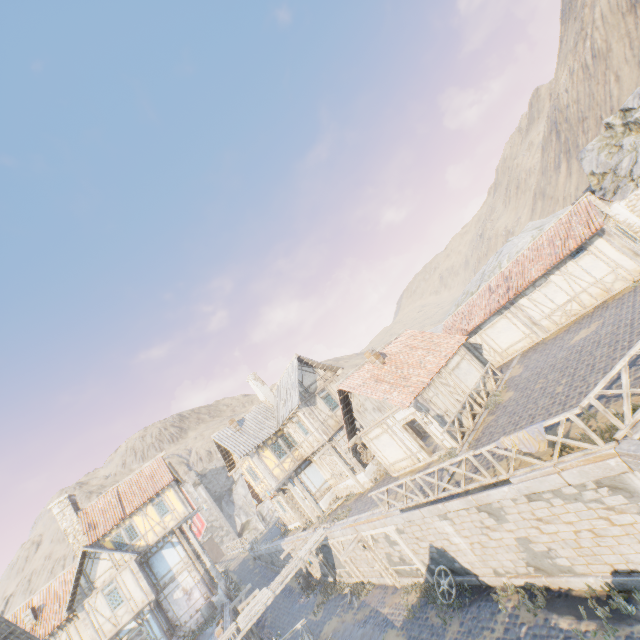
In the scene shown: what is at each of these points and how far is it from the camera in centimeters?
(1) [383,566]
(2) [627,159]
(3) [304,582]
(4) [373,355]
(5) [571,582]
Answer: (1) wooden structure, 1598cm
(2) rock, 1980cm
(3) barrel, 2388cm
(4) chimney, 1889cm
(5) stone blocks, 922cm

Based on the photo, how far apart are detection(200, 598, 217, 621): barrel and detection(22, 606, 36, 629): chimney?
11.2m

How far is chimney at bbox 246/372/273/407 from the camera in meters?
27.7 m

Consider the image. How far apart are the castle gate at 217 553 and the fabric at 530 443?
61.1m

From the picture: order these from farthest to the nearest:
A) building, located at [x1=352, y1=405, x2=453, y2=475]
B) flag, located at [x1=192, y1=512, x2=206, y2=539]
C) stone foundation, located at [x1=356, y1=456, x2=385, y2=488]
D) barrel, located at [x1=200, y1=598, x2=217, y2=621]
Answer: flag, located at [x1=192, y1=512, x2=206, y2=539] → barrel, located at [x1=200, y1=598, x2=217, y2=621] → stone foundation, located at [x1=356, y1=456, x2=385, y2=488] → building, located at [x1=352, y1=405, x2=453, y2=475]

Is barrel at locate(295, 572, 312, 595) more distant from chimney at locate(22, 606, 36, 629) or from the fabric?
the fabric

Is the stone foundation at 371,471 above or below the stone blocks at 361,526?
above

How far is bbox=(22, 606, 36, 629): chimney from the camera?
22.7m
